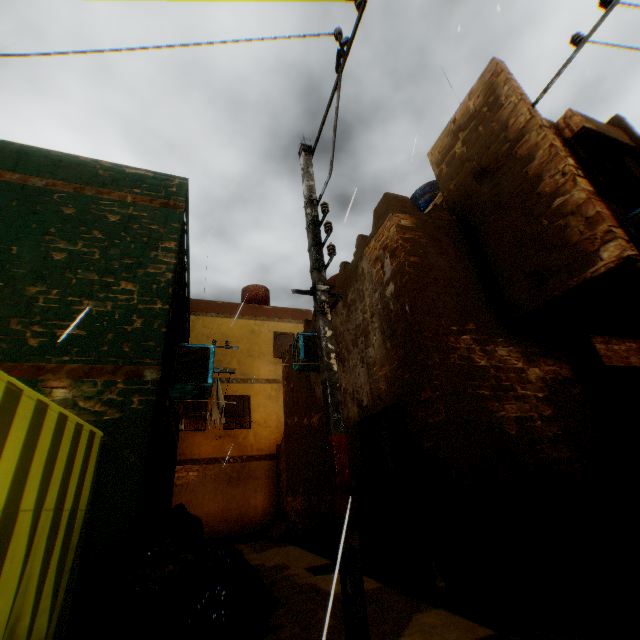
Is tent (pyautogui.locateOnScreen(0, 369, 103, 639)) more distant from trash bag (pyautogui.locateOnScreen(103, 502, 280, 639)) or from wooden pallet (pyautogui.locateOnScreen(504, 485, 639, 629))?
wooden pallet (pyautogui.locateOnScreen(504, 485, 639, 629))

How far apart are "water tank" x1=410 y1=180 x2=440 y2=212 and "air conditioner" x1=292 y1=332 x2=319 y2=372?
4.6m

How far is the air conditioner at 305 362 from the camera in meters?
8.3

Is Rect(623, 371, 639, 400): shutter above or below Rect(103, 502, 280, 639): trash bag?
above

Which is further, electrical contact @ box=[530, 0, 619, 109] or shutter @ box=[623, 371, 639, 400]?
shutter @ box=[623, 371, 639, 400]

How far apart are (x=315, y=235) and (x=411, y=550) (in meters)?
4.88

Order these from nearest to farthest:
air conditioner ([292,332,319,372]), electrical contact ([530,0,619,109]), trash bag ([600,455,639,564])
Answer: trash bag ([600,455,639,564]) → electrical contact ([530,0,619,109]) → air conditioner ([292,332,319,372])

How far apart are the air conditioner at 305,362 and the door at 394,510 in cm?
74
